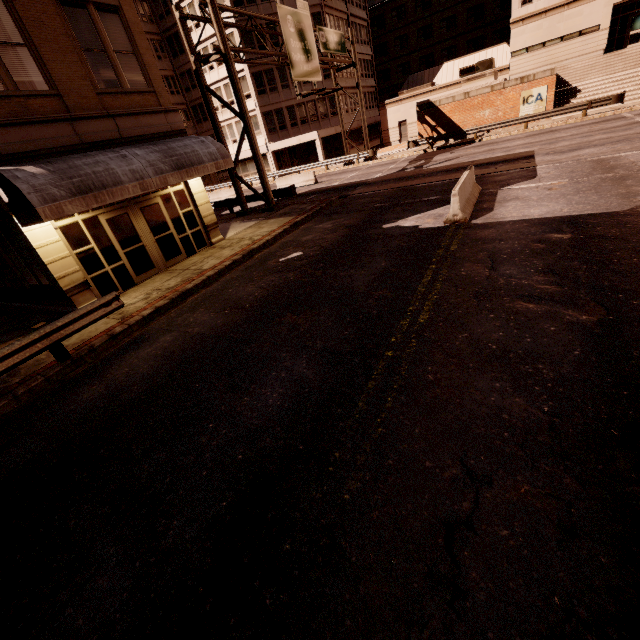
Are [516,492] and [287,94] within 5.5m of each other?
no

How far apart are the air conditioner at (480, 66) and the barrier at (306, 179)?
23.8 meters

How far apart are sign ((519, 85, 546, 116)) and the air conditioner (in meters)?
12.67

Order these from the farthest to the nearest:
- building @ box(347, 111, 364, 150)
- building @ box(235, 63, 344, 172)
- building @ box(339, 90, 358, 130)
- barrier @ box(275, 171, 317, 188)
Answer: building @ box(347, 111, 364, 150)
building @ box(339, 90, 358, 130)
building @ box(235, 63, 344, 172)
barrier @ box(275, 171, 317, 188)

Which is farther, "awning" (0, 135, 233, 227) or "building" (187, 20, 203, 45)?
"building" (187, 20, 203, 45)

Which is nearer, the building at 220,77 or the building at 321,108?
the building at 321,108

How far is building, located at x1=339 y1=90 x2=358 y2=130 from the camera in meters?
39.5 m

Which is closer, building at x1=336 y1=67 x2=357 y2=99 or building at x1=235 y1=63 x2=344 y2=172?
building at x1=235 y1=63 x2=344 y2=172
